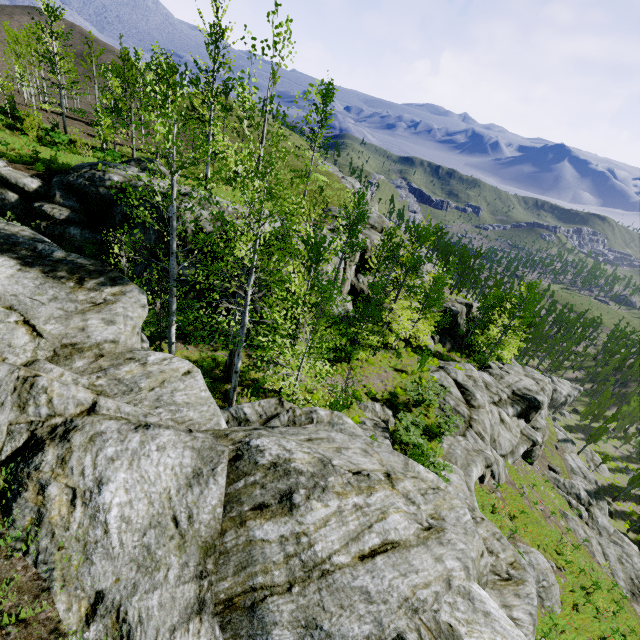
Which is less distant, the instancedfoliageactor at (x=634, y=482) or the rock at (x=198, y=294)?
the rock at (x=198, y=294)

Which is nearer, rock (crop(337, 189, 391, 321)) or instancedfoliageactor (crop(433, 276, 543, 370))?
rock (crop(337, 189, 391, 321))

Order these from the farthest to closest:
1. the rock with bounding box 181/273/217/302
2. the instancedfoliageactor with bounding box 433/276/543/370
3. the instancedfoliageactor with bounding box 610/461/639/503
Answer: the instancedfoliageactor with bounding box 610/461/639/503 → the instancedfoliageactor with bounding box 433/276/543/370 → the rock with bounding box 181/273/217/302

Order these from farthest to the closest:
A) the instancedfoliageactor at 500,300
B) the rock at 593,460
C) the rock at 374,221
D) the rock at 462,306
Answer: the rock at 593,460
the rock at 462,306
the instancedfoliageactor at 500,300
the rock at 374,221

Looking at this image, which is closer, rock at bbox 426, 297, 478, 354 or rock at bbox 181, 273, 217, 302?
rock at bbox 181, 273, 217, 302

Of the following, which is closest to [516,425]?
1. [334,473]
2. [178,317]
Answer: [334,473]

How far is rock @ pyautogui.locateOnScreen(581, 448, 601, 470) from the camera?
50.3 meters
